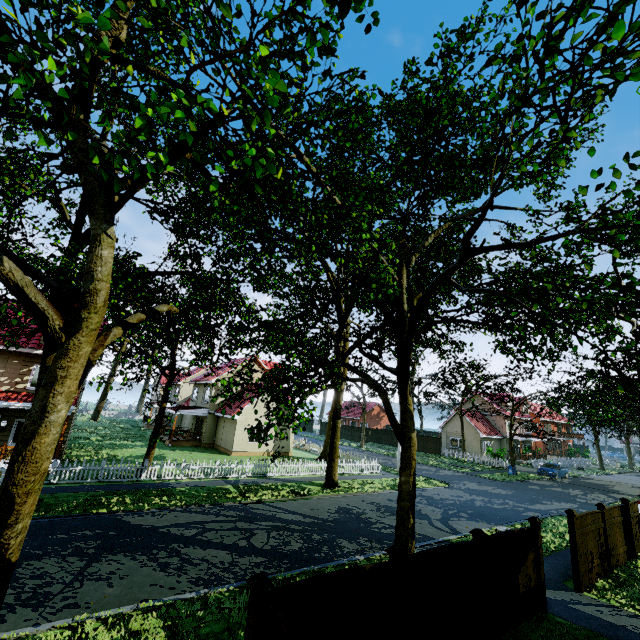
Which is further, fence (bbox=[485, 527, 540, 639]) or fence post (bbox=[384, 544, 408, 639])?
fence (bbox=[485, 527, 540, 639])

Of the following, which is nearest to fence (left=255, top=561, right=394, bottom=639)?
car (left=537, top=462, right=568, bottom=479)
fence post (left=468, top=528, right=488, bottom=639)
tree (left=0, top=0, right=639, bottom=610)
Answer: fence post (left=468, top=528, right=488, bottom=639)

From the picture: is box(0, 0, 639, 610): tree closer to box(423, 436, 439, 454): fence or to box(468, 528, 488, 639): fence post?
box(423, 436, 439, 454): fence

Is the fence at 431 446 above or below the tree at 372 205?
below

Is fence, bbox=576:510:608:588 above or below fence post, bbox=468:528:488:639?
below

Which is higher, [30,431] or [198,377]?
[198,377]

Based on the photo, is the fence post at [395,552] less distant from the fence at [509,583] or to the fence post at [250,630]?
the fence at [509,583]
